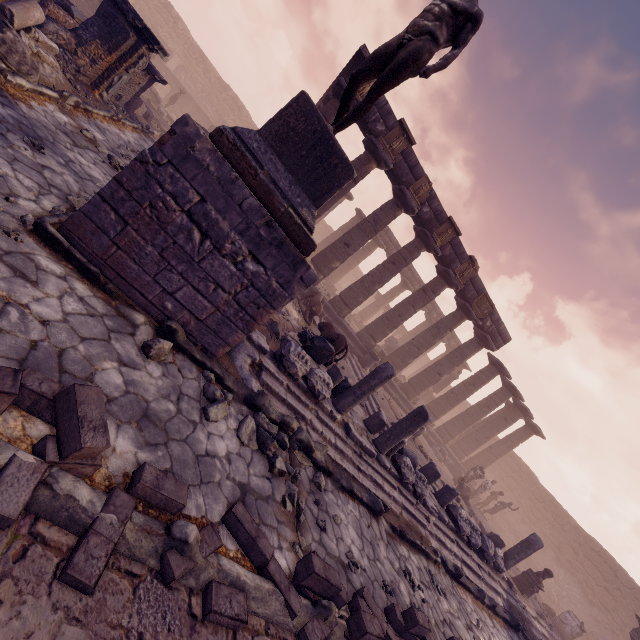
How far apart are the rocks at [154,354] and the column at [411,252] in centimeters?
1139cm

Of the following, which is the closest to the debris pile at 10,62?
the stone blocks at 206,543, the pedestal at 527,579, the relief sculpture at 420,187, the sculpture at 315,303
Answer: the stone blocks at 206,543

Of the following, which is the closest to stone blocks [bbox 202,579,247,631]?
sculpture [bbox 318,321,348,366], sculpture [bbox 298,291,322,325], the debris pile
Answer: sculpture [bbox 318,321,348,366]

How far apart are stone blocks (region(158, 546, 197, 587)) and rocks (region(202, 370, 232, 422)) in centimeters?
127cm

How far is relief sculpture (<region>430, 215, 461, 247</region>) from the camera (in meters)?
14.02

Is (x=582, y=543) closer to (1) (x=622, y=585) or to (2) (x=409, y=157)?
(1) (x=622, y=585)

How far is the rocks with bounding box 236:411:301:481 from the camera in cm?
418

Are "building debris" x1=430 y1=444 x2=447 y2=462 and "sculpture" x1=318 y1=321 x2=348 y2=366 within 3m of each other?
no
